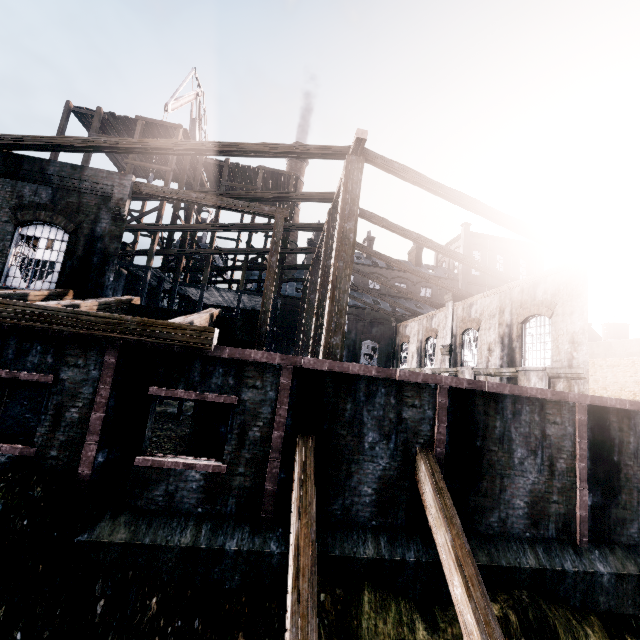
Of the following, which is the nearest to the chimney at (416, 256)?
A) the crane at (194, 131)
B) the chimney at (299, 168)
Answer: the chimney at (299, 168)

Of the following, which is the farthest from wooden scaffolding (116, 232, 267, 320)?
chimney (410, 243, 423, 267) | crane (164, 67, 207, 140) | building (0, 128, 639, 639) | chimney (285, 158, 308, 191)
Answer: chimney (410, 243, 423, 267)

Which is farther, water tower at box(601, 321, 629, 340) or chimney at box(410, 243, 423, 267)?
chimney at box(410, 243, 423, 267)

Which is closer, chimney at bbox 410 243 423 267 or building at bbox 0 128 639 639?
building at bbox 0 128 639 639

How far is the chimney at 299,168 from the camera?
56.9 meters

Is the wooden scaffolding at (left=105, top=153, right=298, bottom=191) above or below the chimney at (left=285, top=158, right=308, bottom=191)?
below

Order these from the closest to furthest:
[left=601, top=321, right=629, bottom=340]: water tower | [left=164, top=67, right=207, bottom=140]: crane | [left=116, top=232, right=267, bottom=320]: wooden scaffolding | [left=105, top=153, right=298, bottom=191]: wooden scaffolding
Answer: [left=116, top=232, right=267, bottom=320]: wooden scaffolding < [left=105, top=153, right=298, bottom=191]: wooden scaffolding < [left=164, top=67, right=207, bottom=140]: crane < [left=601, top=321, right=629, bottom=340]: water tower

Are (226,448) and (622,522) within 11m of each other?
no
